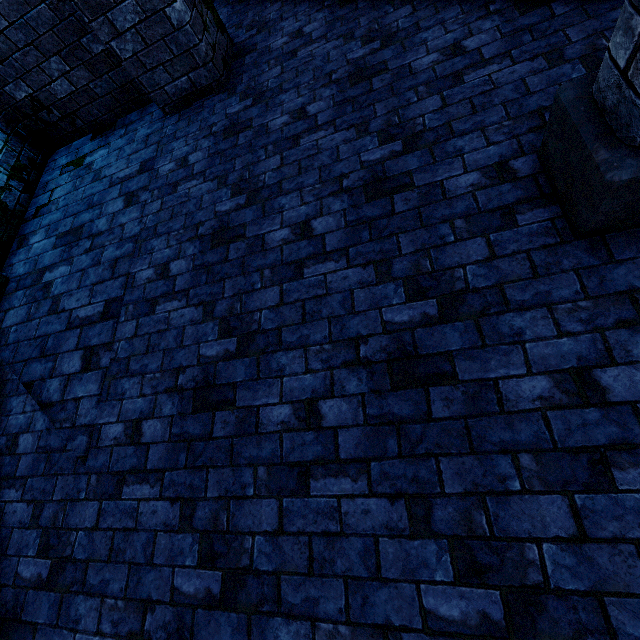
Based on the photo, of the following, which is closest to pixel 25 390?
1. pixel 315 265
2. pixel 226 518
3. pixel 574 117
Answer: pixel 226 518

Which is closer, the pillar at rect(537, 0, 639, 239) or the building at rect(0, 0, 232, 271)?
the pillar at rect(537, 0, 639, 239)

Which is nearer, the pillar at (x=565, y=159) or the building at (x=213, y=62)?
the pillar at (x=565, y=159)
